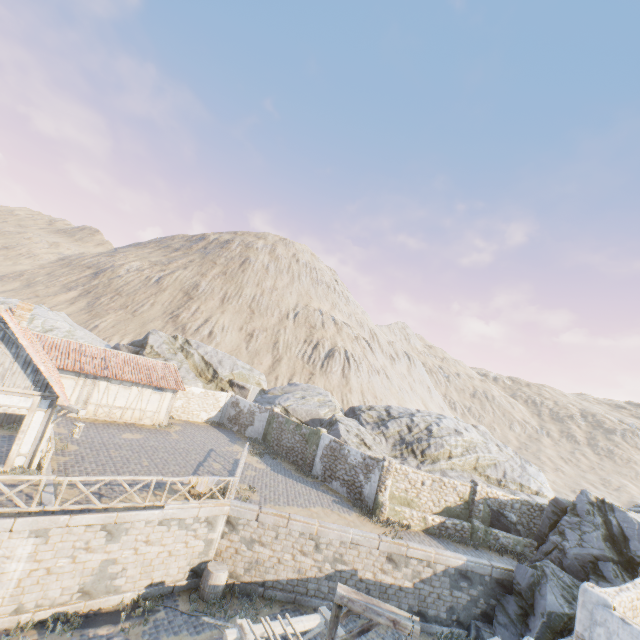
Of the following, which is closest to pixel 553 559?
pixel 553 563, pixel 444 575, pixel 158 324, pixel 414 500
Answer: pixel 553 563

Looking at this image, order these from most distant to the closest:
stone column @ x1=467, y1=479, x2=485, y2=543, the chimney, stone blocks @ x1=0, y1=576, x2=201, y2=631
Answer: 1. stone column @ x1=467, y1=479, x2=485, y2=543
2. the chimney
3. stone blocks @ x1=0, y1=576, x2=201, y2=631

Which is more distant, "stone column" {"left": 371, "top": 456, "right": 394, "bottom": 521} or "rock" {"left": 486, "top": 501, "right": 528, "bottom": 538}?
"rock" {"left": 486, "top": 501, "right": 528, "bottom": 538}

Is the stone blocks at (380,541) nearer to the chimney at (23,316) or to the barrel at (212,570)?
the barrel at (212,570)

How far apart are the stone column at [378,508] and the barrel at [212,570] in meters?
8.0

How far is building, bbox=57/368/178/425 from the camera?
21.08m

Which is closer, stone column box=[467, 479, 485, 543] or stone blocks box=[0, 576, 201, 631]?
stone blocks box=[0, 576, 201, 631]

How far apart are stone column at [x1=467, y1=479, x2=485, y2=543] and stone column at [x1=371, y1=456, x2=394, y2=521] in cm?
496
